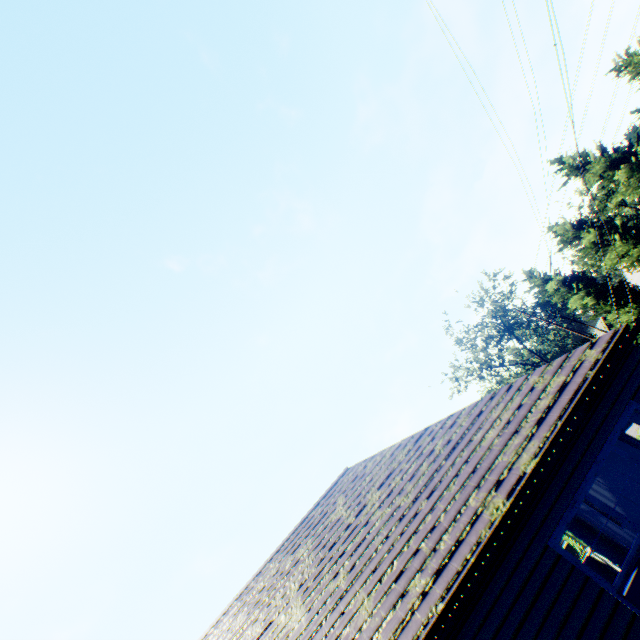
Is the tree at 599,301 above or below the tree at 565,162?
below

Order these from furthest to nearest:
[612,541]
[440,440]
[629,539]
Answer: [612,541]
[629,539]
[440,440]

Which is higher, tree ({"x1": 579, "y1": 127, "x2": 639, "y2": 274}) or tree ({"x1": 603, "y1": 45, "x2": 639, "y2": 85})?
tree ({"x1": 603, "y1": 45, "x2": 639, "y2": 85})

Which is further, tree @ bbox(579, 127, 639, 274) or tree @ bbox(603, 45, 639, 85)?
tree @ bbox(579, 127, 639, 274)

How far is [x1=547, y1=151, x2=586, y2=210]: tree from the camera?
21.8 meters

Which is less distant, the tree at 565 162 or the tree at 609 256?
the tree at 565 162
